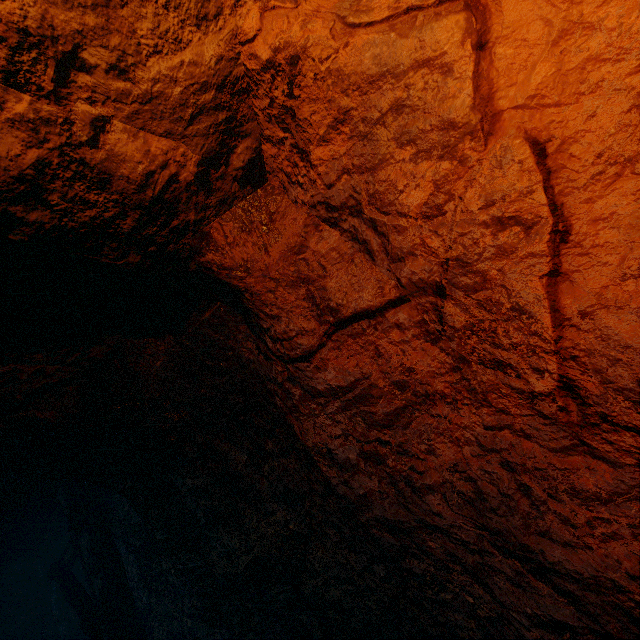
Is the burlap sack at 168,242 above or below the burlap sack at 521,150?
above

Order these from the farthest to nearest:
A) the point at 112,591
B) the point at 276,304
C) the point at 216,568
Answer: the point at 112,591, the point at 216,568, the point at 276,304

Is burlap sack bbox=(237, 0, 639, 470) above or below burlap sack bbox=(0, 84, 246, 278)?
below
